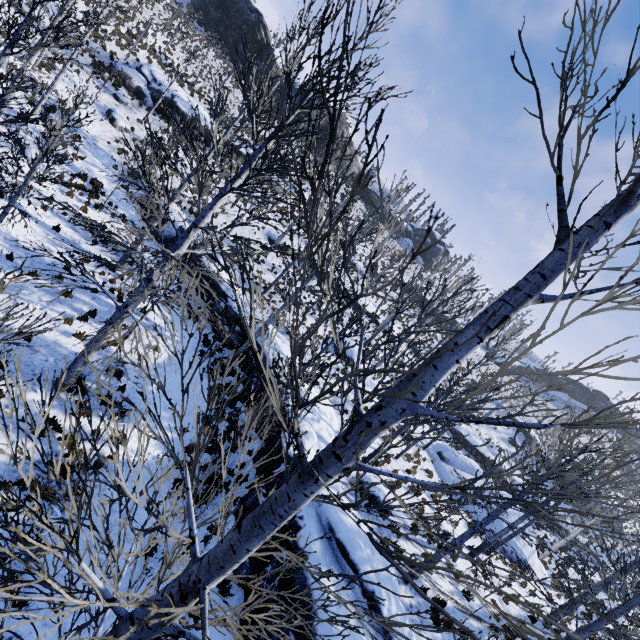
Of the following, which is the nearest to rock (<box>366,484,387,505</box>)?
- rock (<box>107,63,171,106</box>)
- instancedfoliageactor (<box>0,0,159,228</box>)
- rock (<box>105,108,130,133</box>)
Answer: instancedfoliageactor (<box>0,0,159,228</box>)

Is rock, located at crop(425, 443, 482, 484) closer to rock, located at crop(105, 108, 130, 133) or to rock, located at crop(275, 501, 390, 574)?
rock, located at crop(275, 501, 390, 574)

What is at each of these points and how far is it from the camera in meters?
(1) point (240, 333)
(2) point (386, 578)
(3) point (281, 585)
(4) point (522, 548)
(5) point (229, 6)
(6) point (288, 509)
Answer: (1) rock, 16.8 m
(2) rock, 8.1 m
(3) rock, 6.4 m
(4) rock, 19.0 m
(5) rock, 44.1 m
(6) instancedfoliageactor, 1.9 m

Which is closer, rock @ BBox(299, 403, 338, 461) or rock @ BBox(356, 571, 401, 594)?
rock @ BBox(356, 571, 401, 594)

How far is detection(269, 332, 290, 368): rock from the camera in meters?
15.4 m

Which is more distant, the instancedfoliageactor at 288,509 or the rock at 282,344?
the rock at 282,344

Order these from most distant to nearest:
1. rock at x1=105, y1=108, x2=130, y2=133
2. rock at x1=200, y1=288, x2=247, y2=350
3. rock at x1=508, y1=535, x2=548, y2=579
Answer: rock at x1=105, y1=108, x2=130, y2=133, rock at x1=508, y1=535, x2=548, y2=579, rock at x1=200, y1=288, x2=247, y2=350

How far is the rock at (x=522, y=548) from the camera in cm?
1866
